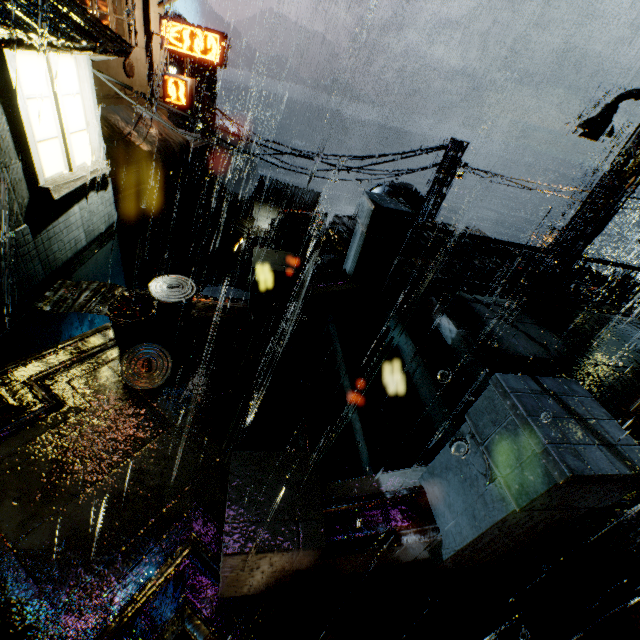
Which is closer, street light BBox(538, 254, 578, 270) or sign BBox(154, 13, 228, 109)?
street light BBox(538, 254, 578, 270)

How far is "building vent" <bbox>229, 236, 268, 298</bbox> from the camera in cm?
2955

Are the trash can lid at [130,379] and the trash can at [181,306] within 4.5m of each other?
yes

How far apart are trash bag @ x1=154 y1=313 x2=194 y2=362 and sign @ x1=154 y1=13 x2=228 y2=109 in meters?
20.6 m

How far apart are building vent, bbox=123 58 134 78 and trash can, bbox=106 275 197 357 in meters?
19.7

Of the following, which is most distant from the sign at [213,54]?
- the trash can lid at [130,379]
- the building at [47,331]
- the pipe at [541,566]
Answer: the pipe at [541,566]

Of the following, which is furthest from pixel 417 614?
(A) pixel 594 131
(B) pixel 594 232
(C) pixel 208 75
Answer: (C) pixel 208 75

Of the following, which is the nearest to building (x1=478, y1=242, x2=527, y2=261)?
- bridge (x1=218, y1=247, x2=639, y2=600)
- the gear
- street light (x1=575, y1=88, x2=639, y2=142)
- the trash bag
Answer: bridge (x1=218, y1=247, x2=639, y2=600)
